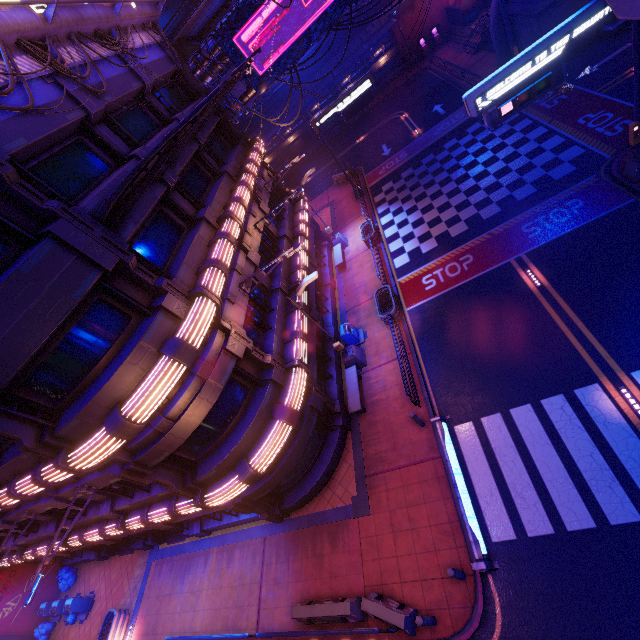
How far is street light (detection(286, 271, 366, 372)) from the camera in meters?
13.2 m

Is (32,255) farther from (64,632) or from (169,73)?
(64,632)

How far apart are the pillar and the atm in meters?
49.1

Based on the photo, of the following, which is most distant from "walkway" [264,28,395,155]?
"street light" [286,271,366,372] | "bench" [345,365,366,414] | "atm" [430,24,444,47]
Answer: "bench" [345,365,366,414]

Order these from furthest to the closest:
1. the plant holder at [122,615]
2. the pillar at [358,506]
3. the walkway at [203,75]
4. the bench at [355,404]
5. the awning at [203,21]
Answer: the walkway at [203,75] → the awning at [203,21] → the plant holder at [122,615] → the bench at [355,404] → the pillar at [358,506]

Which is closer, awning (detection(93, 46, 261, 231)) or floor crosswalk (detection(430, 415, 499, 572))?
awning (detection(93, 46, 261, 231))

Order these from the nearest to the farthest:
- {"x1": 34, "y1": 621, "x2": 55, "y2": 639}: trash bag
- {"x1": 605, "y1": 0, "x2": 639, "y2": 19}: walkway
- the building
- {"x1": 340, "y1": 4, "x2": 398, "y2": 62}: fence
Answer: {"x1": 605, "y1": 0, "x2": 639, "y2": 19}: walkway < {"x1": 34, "y1": 621, "x2": 55, "y2": 639}: trash bag < {"x1": 340, "y1": 4, "x2": 398, "y2": 62}: fence < the building

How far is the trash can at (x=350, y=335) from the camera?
17.59m
